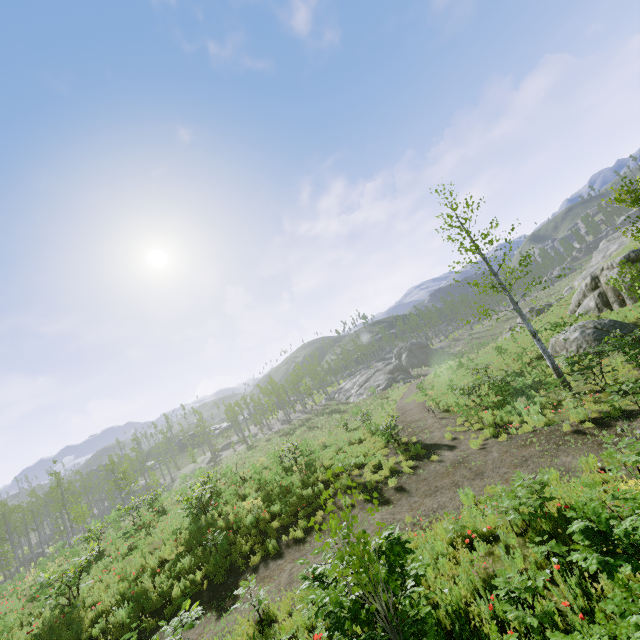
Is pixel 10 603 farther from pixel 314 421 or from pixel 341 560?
pixel 314 421

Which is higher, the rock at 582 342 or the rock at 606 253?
the rock at 606 253

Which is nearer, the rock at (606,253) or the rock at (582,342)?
the rock at (582,342)

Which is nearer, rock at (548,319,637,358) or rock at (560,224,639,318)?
rock at (548,319,637,358)

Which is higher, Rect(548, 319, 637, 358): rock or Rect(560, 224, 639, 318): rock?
Rect(560, 224, 639, 318): rock
